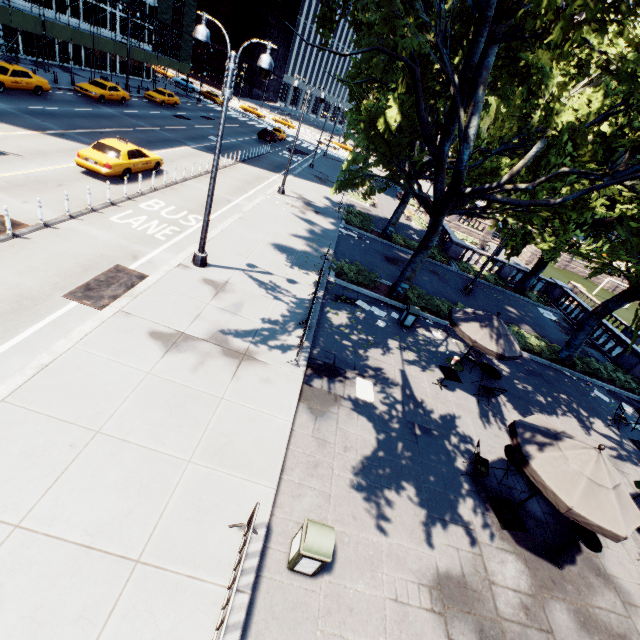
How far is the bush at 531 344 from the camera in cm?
1730

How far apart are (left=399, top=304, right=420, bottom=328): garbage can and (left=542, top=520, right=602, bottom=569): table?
8.6 meters

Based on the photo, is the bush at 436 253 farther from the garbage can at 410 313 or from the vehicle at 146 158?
the vehicle at 146 158

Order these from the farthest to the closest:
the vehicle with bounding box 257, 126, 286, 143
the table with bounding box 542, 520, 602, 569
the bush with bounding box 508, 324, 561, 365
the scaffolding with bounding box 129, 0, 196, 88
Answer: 1. the vehicle with bounding box 257, 126, 286, 143
2. the scaffolding with bounding box 129, 0, 196, 88
3. the bush with bounding box 508, 324, 561, 365
4. the table with bounding box 542, 520, 602, 569

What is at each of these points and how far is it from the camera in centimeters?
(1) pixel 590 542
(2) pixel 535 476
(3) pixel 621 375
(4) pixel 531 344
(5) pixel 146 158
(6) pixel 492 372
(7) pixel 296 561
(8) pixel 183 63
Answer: (1) table, 726cm
(2) umbrella, 671cm
(3) bush, 1819cm
(4) bush, 1753cm
(5) vehicle, 1805cm
(6) table, 1238cm
(7) garbage can, 554cm
(8) scaffolding, 4906cm

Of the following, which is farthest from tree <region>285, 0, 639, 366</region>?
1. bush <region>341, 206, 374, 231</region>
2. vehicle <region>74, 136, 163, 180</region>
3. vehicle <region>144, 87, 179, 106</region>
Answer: vehicle <region>144, 87, 179, 106</region>

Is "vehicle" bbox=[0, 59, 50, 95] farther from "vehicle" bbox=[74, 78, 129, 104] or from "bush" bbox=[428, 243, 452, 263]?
"bush" bbox=[428, 243, 452, 263]

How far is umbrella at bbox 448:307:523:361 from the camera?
10.71m
